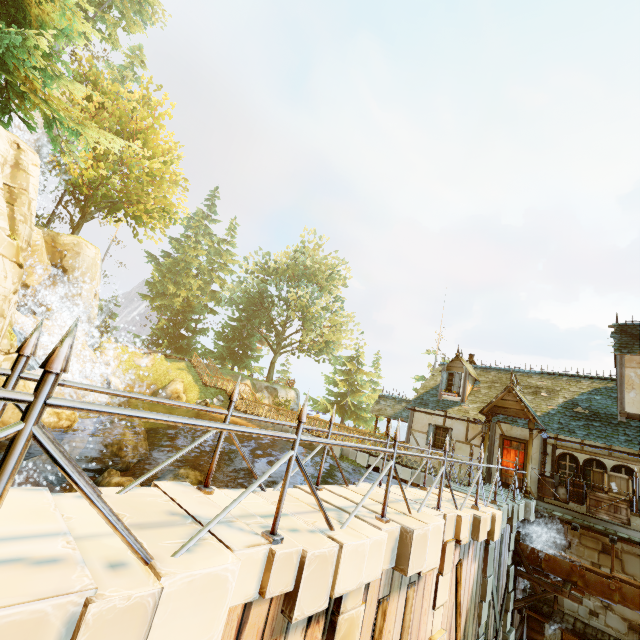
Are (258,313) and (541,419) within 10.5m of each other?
no

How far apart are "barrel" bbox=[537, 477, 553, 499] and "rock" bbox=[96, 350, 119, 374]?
29.3m

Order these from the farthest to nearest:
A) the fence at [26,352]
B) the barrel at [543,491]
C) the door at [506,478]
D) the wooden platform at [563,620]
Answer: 1. the door at [506,478]
2. the barrel at [543,491]
3. the wooden platform at [563,620]
4. the fence at [26,352]

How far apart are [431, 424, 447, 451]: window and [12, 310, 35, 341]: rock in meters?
21.9 m

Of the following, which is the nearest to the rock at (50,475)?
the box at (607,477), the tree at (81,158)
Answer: the tree at (81,158)

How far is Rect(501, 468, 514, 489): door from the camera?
14.1m

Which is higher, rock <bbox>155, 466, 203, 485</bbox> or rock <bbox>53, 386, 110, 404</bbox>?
rock <bbox>53, 386, 110, 404</bbox>

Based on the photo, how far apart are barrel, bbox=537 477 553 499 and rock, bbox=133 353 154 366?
29.59m
